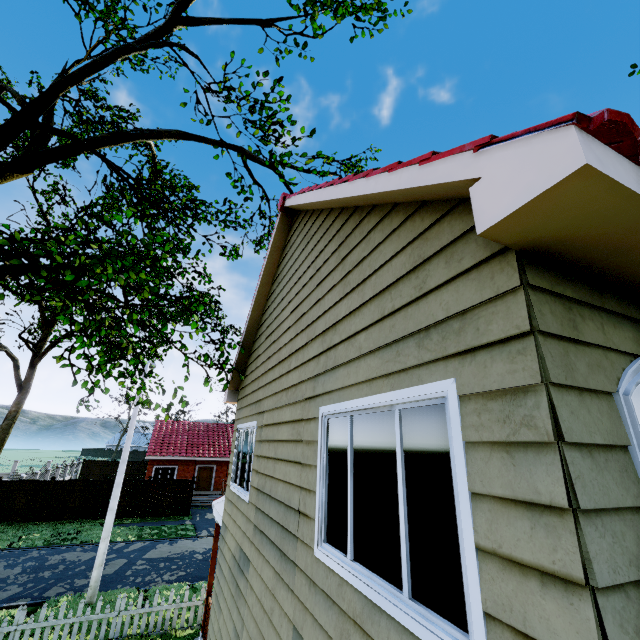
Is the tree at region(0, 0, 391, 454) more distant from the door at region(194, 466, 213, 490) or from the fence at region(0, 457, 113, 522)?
the door at region(194, 466, 213, 490)

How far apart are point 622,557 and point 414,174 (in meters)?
2.24

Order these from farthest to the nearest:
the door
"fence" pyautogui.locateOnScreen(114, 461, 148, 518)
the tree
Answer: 1. the door
2. "fence" pyautogui.locateOnScreen(114, 461, 148, 518)
3. the tree

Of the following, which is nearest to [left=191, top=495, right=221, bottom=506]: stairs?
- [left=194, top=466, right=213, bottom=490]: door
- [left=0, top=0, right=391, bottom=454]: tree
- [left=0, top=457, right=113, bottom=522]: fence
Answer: [left=194, top=466, right=213, bottom=490]: door

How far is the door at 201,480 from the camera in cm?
2967

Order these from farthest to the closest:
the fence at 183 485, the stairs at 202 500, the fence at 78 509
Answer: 1. the stairs at 202 500
2. the fence at 183 485
3. the fence at 78 509

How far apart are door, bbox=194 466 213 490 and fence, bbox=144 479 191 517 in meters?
6.3 m
